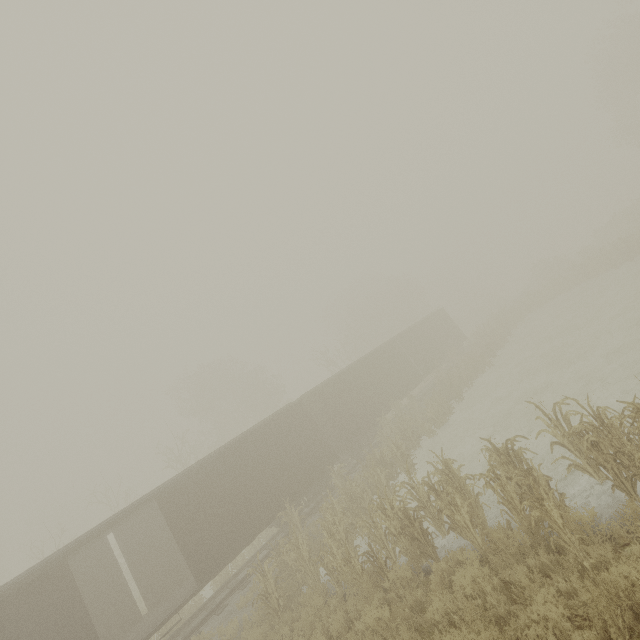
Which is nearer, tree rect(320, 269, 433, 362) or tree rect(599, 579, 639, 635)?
tree rect(599, 579, 639, 635)

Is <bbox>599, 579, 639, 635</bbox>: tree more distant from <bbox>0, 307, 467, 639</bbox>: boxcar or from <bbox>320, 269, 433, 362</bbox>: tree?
<bbox>320, 269, 433, 362</bbox>: tree

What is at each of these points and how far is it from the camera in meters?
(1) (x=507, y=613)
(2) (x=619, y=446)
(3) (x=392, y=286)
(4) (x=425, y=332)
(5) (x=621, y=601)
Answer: (1) tree, 5.3
(2) tree, 5.9
(3) tree, 51.2
(4) boxcar, 27.1
(5) tree, 4.1

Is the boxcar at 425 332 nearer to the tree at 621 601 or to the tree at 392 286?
the tree at 621 601

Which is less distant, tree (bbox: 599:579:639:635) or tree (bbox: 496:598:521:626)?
tree (bbox: 599:579:639:635)

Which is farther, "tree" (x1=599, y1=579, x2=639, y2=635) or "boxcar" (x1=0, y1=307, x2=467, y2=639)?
"boxcar" (x1=0, y1=307, x2=467, y2=639)
